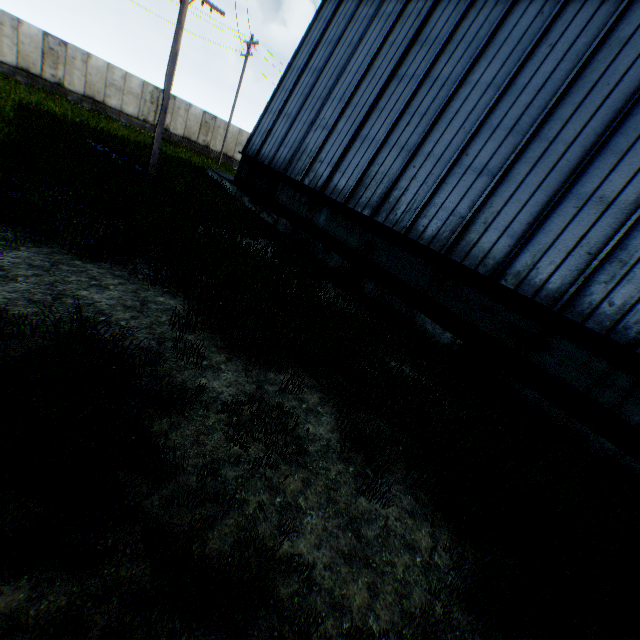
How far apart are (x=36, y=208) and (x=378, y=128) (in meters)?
10.03
